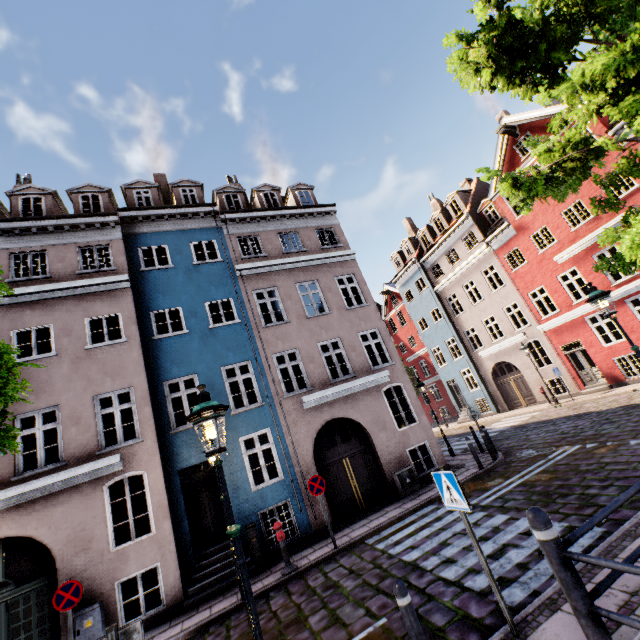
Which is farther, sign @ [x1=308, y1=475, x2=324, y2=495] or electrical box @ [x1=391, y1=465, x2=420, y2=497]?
electrical box @ [x1=391, y1=465, x2=420, y2=497]

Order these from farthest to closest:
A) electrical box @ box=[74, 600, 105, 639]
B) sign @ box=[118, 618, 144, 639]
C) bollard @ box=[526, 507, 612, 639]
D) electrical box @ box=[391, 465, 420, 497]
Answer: electrical box @ box=[391, 465, 420, 497] → electrical box @ box=[74, 600, 105, 639] → sign @ box=[118, 618, 144, 639] → bollard @ box=[526, 507, 612, 639]

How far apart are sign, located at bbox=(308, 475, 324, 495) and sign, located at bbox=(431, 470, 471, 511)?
5.7m

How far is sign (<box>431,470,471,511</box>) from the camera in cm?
417

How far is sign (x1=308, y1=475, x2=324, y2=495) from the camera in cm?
938

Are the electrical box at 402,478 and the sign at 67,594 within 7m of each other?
no

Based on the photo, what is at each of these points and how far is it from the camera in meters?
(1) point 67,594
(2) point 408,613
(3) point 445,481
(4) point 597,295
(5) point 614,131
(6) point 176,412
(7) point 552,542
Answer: (1) sign, 7.1 m
(2) bollard, 3.6 m
(3) sign, 4.4 m
(4) street light, 7.2 m
(5) building, 14.7 m
(6) building, 11.1 m
(7) bollard, 2.5 m

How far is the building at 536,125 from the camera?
17.4m
